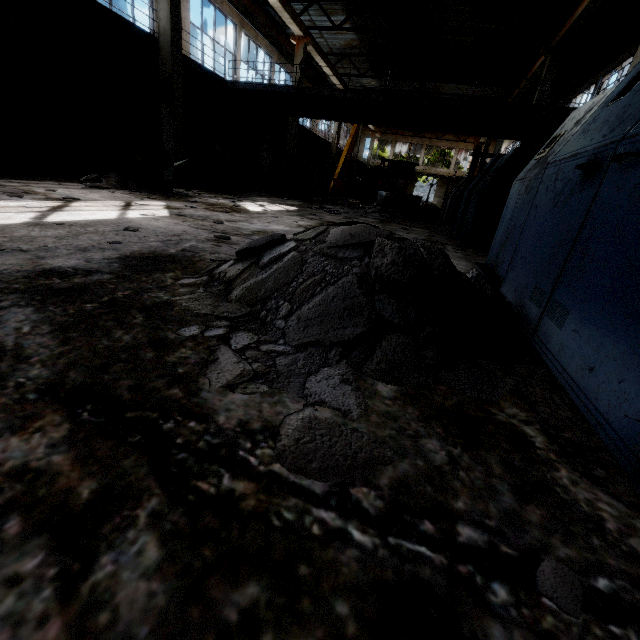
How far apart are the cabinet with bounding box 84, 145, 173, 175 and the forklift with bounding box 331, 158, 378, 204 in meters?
14.1

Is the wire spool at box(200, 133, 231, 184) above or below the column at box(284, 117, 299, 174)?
below

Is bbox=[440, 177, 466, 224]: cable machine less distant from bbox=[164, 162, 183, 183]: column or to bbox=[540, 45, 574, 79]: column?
bbox=[540, 45, 574, 79]: column

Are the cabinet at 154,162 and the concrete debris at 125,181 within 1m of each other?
yes

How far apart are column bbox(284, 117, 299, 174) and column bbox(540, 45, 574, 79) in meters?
11.1 m

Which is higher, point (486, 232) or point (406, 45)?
point (406, 45)

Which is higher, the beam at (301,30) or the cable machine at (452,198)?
the beam at (301,30)
